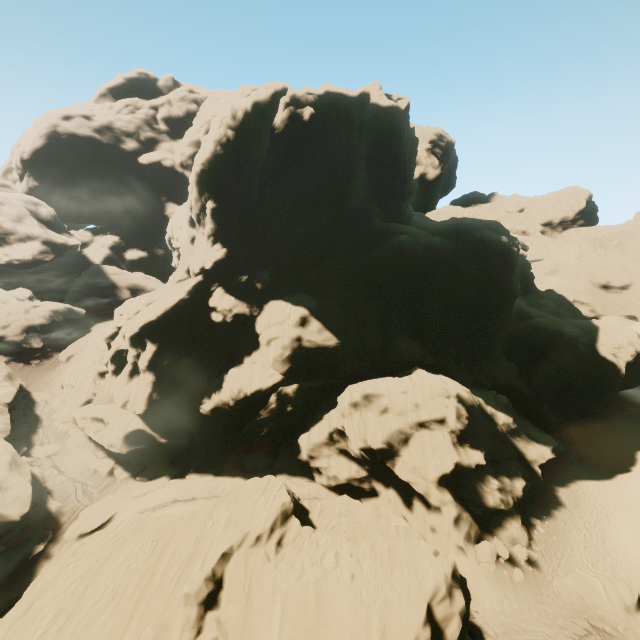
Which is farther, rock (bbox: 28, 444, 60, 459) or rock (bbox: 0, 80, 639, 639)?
rock (bbox: 28, 444, 60, 459)

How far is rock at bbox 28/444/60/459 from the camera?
37.31m

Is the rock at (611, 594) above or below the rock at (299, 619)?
below

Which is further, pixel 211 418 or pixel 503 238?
pixel 503 238

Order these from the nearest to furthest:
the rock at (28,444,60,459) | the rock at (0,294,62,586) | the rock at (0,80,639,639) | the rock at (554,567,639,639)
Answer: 1. the rock at (0,80,639,639)
2. the rock at (554,567,639,639)
3. the rock at (0,294,62,586)
4. the rock at (28,444,60,459)

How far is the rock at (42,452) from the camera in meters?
37.3 m

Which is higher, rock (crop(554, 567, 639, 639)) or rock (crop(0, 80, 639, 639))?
rock (crop(0, 80, 639, 639))
